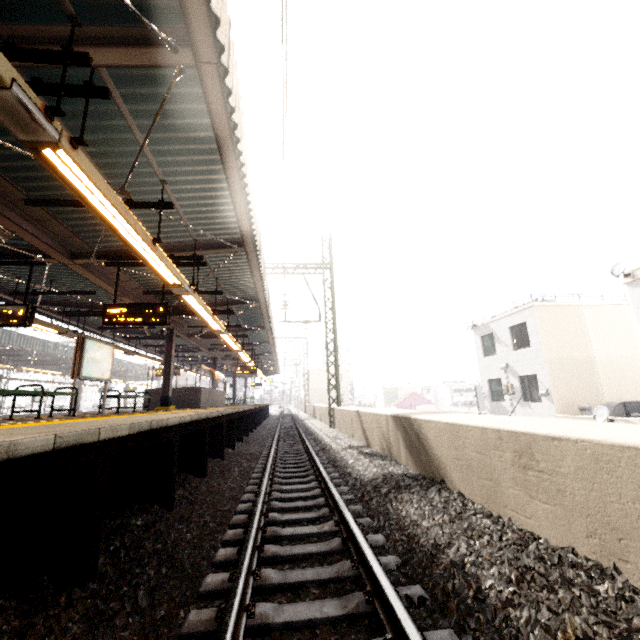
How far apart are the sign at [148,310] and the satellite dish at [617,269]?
17.5m

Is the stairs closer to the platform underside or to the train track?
the train track

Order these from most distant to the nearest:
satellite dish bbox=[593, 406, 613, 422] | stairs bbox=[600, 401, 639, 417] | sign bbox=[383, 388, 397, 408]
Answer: sign bbox=[383, 388, 397, 408], stairs bbox=[600, 401, 639, 417], satellite dish bbox=[593, 406, 613, 422]

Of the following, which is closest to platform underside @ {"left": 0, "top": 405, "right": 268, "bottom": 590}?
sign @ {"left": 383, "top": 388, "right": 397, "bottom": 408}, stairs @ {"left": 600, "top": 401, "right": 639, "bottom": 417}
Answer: stairs @ {"left": 600, "top": 401, "right": 639, "bottom": 417}

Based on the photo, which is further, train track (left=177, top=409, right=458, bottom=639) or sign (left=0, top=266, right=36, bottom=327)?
sign (left=0, top=266, right=36, bottom=327)

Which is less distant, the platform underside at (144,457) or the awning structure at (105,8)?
the platform underside at (144,457)

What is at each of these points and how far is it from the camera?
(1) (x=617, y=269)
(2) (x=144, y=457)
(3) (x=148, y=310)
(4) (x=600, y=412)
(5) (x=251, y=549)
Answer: (1) satellite dish, 13.96m
(2) platform underside, 4.60m
(3) sign, 7.96m
(4) satellite dish, 13.63m
(5) train track, 2.98m

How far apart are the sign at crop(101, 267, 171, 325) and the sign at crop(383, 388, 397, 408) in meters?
50.3 m
